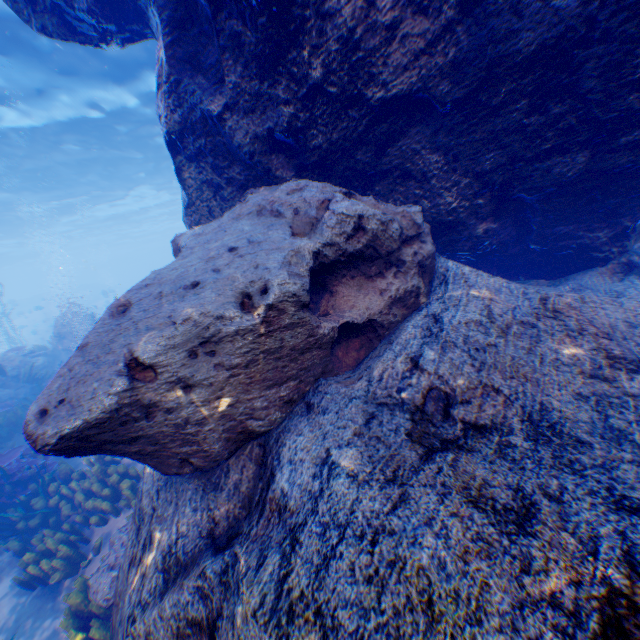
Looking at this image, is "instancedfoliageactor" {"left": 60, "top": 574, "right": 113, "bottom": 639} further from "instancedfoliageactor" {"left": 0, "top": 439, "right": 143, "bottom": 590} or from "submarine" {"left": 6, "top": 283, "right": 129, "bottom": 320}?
"submarine" {"left": 6, "top": 283, "right": 129, "bottom": 320}

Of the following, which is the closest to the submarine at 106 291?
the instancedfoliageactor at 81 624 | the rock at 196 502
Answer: the rock at 196 502

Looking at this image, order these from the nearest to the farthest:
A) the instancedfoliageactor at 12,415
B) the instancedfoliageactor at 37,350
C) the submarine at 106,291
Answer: the instancedfoliageactor at 12,415 < the instancedfoliageactor at 37,350 < the submarine at 106,291

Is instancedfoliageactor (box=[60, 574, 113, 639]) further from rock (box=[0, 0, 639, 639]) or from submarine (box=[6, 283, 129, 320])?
submarine (box=[6, 283, 129, 320])

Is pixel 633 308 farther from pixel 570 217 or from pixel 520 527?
pixel 520 527

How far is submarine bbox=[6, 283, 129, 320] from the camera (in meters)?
31.44

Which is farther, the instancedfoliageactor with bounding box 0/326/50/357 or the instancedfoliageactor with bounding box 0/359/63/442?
the instancedfoliageactor with bounding box 0/326/50/357

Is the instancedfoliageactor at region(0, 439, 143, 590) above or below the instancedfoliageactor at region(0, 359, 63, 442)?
below
